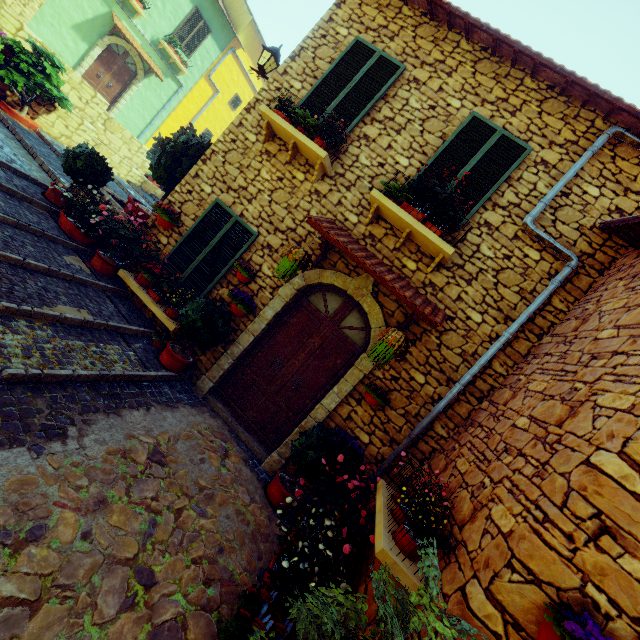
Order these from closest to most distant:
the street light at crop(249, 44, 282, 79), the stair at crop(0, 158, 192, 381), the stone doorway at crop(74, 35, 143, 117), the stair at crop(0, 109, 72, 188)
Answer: the stair at crop(0, 158, 192, 381) → the street light at crop(249, 44, 282, 79) → the stair at crop(0, 109, 72, 188) → the stone doorway at crop(74, 35, 143, 117)

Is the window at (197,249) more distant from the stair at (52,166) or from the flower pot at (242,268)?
the stair at (52,166)

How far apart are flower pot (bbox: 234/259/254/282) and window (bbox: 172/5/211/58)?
15.3m

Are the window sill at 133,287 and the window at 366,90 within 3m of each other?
no

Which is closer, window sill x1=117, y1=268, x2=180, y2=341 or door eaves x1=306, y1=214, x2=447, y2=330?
door eaves x1=306, y1=214, x2=447, y2=330

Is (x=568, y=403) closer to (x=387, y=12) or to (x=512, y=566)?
(x=512, y=566)

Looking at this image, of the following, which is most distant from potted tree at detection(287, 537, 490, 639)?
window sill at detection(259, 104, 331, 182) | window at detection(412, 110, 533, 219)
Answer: window sill at detection(259, 104, 331, 182)

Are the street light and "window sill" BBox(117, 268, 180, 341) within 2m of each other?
no
